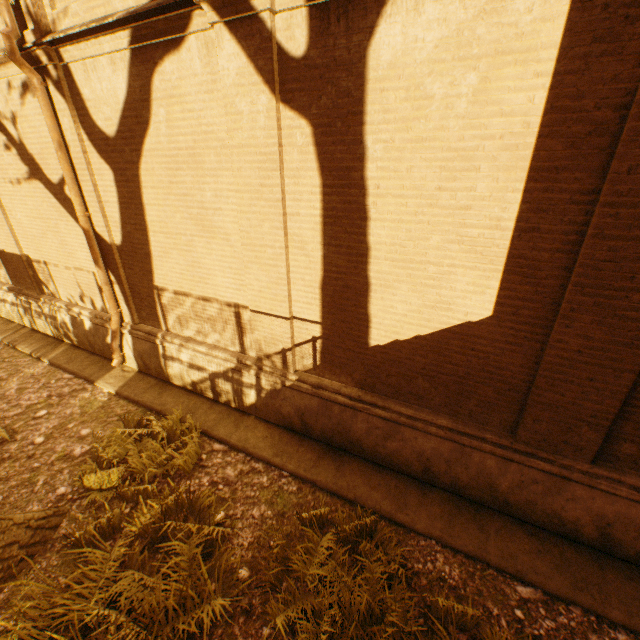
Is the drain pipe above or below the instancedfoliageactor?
above

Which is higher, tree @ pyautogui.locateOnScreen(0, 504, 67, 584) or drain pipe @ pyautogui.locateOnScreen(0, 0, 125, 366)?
drain pipe @ pyautogui.locateOnScreen(0, 0, 125, 366)

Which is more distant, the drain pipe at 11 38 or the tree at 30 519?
the drain pipe at 11 38

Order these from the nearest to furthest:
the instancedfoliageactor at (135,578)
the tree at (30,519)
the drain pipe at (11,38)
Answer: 1. the instancedfoliageactor at (135,578)
2. the tree at (30,519)
3. the drain pipe at (11,38)

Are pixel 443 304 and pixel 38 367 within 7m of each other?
no

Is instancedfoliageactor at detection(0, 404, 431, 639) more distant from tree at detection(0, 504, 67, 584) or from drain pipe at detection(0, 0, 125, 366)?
drain pipe at detection(0, 0, 125, 366)

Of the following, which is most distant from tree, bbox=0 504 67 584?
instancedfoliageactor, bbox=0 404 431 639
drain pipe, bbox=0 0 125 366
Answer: drain pipe, bbox=0 0 125 366
